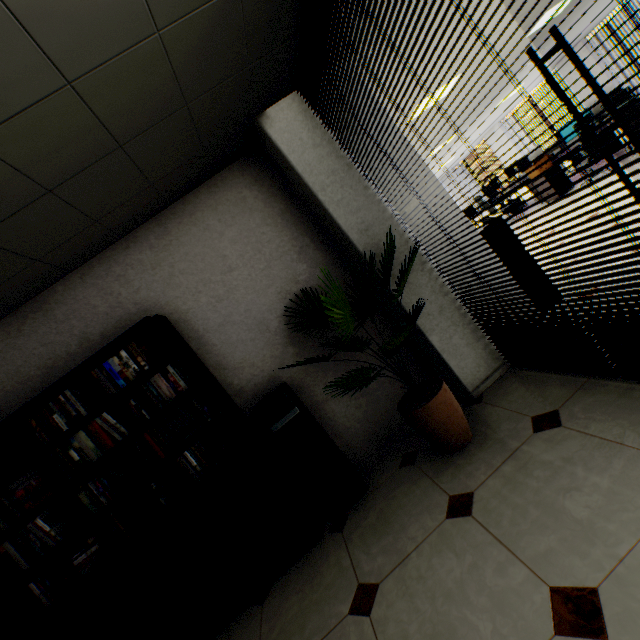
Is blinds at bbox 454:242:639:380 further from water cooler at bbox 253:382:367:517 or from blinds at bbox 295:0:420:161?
water cooler at bbox 253:382:367:517

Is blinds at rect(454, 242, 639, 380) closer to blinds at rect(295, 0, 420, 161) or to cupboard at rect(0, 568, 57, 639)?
blinds at rect(295, 0, 420, 161)

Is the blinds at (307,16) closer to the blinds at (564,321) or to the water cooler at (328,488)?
the blinds at (564,321)

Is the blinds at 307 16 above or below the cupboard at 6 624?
above

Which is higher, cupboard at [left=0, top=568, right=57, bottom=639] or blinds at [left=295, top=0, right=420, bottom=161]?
blinds at [left=295, top=0, right=420, bottom=161]

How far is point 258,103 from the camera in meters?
2.5 m

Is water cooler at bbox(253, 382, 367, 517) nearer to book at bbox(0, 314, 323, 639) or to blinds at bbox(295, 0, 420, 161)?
book at bbox(0, 314, 323, 639)

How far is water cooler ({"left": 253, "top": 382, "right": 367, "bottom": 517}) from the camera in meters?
2.6 m
